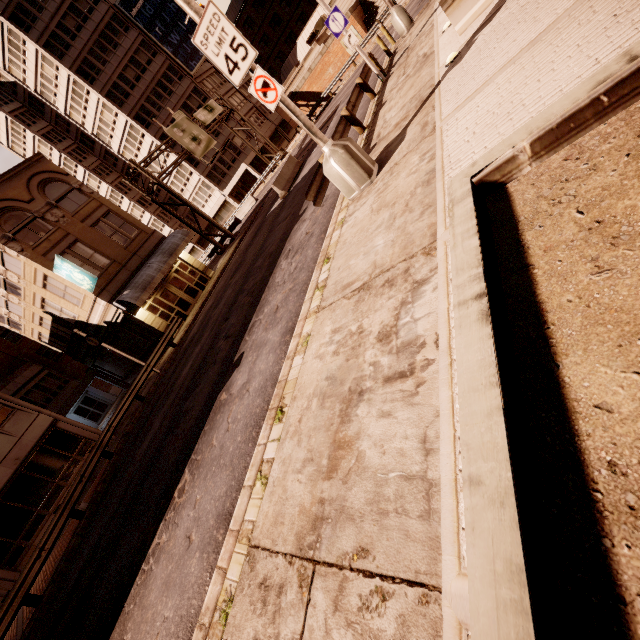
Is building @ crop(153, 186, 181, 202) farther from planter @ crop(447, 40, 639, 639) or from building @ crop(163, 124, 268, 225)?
planter @ crop(447, 40, 639, 639)

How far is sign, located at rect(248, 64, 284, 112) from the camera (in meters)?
6.40

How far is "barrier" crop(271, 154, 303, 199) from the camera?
19.50m

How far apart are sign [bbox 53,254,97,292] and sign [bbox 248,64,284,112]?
17.1 meters

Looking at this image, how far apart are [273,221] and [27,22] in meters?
49.1

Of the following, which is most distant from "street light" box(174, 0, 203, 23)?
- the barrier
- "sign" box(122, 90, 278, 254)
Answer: "sign" box(122, 90, 278, 254)

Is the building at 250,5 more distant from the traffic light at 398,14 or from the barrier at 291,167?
the barrier at 291,167

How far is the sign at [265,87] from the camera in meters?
6.4
